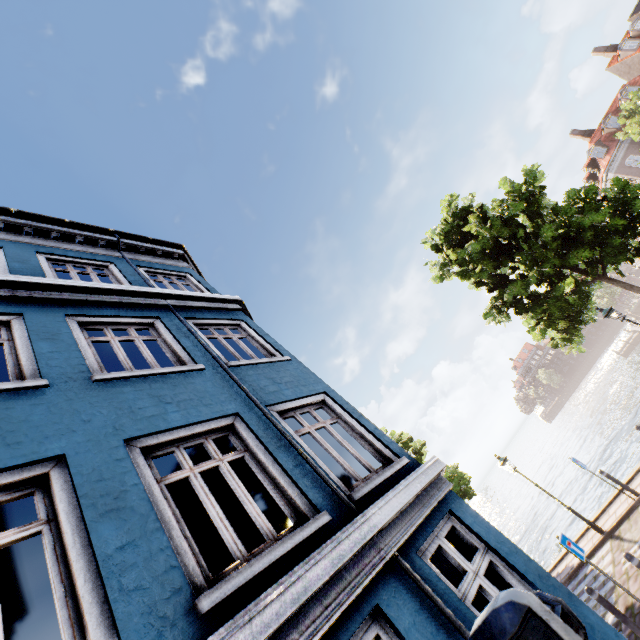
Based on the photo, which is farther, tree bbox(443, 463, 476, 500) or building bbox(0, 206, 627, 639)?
tree bbox(443, 463, 476, 500)

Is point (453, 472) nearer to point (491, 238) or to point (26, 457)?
point (491, 238)

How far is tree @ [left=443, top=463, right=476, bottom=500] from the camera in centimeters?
1536cm

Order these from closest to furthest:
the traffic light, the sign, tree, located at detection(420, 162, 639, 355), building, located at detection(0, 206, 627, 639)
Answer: the traffic light < building, located at detection(0, 206, 627, 639) < the sign < tree, located at detection(420, 162, 639, 355)

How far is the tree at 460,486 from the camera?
15.4 meters

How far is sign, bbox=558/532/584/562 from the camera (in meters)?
6.97

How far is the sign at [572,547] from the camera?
7.0 meters
